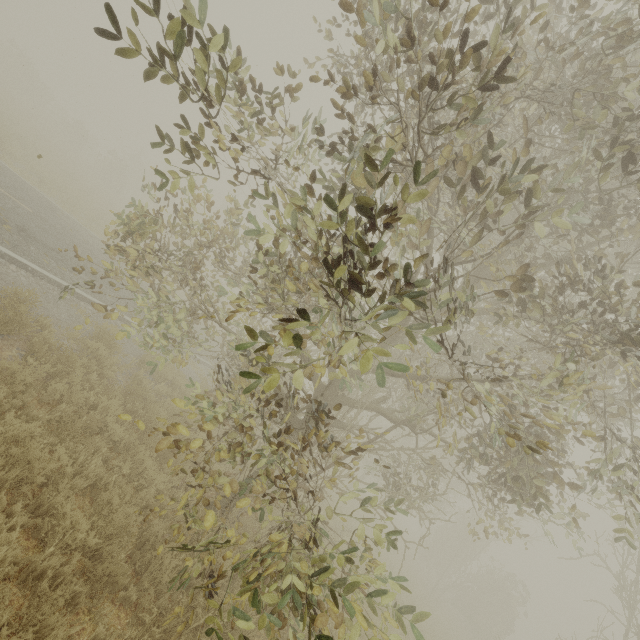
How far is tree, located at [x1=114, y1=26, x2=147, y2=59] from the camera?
2.2m

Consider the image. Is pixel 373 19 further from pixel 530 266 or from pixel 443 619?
pixel 443 619

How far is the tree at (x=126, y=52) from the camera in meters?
2.2 m
